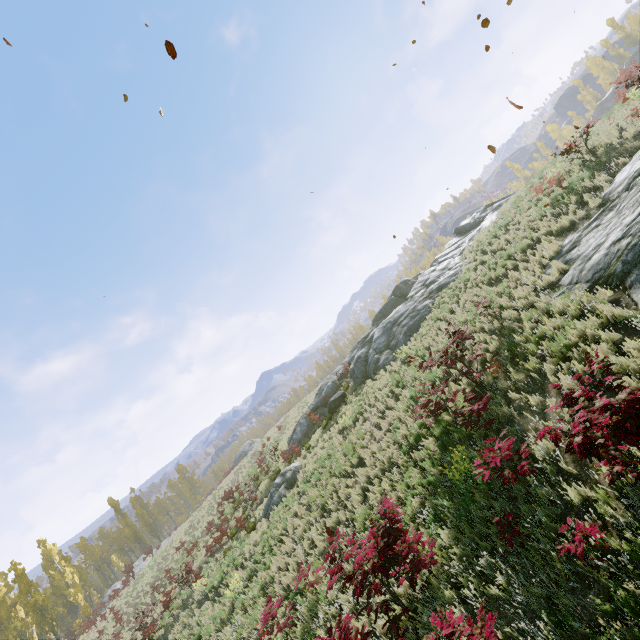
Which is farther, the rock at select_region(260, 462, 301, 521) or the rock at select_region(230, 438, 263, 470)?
the rock at select_region(230, 438, 263, 470)

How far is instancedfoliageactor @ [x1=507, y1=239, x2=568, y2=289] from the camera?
10.1m

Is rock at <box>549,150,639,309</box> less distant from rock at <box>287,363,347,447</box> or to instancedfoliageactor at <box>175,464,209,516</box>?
instancedfoliageactor at <box>175,464,209,516</box>

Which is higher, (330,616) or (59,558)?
(59,558)

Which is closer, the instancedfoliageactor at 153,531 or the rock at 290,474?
the rock at 290,474

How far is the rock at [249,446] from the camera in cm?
4105

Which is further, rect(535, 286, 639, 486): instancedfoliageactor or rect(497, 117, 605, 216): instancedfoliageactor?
rect(497, 117, 605, 216): instancedfoliageactor

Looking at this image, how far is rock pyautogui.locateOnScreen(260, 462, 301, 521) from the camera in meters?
17.5 m
